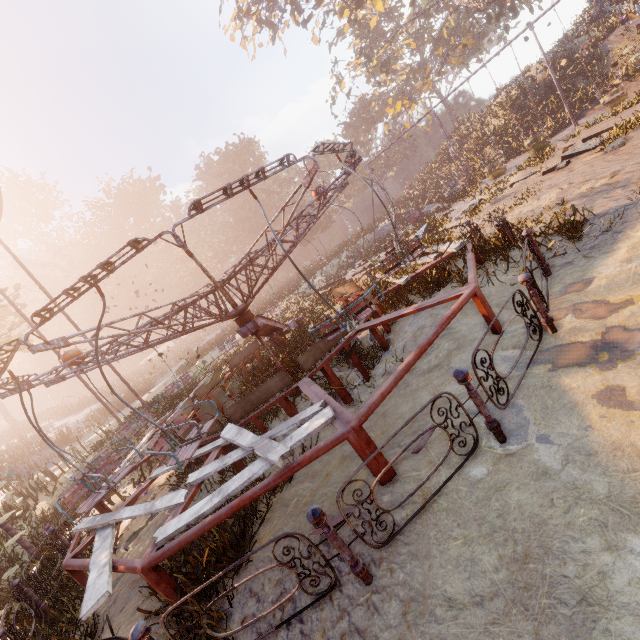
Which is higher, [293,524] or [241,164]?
[241,164]

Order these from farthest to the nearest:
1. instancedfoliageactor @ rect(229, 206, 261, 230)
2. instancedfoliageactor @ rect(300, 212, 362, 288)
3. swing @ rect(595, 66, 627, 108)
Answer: instancedfoliageactor @ rect(229, 206, 261, 230) < instancedfoliageactor @ rect(300, 212, 362, 288) < swing @ rect(595, 66, 627, 108)

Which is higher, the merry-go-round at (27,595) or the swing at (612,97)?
the merry-go-round at (27,595)

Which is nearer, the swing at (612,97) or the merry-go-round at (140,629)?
the merry-go-round at (140,629)

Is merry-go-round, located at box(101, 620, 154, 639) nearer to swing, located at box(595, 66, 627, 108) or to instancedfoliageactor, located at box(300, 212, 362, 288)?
swing, located at box(595, 66, 627, 108)

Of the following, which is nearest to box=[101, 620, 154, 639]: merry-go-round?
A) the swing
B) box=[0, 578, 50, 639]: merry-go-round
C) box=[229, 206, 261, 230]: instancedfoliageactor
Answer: box=[0, 578, 50, 639]: merry-go-round
